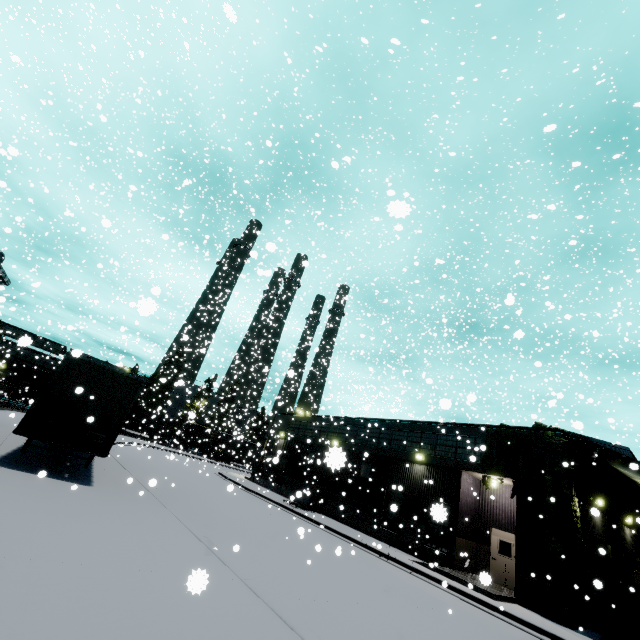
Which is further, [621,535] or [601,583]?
[621,535]

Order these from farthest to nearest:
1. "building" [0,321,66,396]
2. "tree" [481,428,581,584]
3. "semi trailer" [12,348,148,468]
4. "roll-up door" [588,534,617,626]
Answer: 1. "building" [0,321,66,396]
2. "roll-up door" [588,534,617,626]
3. "tree" [481,428,581,584]
4. "semi trailer" [12,348,148,468]

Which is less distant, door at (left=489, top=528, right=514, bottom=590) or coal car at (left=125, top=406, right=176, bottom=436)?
door at (left=489, top=528, right=514, bottom=590)

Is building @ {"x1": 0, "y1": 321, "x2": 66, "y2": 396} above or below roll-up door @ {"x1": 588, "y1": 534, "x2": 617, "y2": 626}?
above

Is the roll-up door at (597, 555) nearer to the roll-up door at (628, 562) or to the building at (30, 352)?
the building at (30, 352)

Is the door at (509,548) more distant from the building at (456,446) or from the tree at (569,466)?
the tree at (569,466)

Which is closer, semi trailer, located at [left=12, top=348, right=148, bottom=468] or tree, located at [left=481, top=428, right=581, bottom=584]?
semi trailer, located at [left=12, top=348, right=148, bottom=468]

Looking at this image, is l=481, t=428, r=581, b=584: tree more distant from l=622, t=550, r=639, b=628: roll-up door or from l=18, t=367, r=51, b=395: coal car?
l=622, t=550, r=639, b=628: roll-up door
